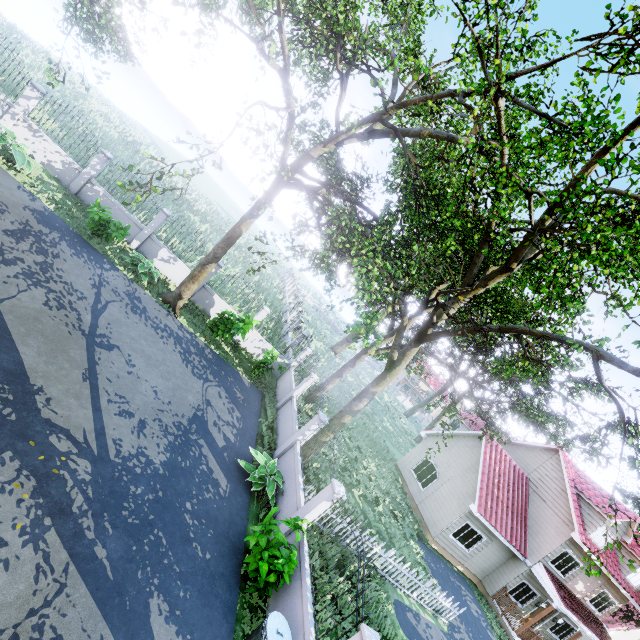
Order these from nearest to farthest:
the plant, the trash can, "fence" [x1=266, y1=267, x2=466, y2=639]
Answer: the trash can, "fence" [x1=266, y1=267, x2=466, y2=639], the plant

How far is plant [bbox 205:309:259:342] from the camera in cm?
1395

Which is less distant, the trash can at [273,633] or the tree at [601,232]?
the trash can at [273,633]

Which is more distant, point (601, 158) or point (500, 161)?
point (500, 161)

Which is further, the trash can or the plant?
the plant

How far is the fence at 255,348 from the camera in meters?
17.2

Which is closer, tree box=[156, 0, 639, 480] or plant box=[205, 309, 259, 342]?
tree box=[156, 0, 639, 480]

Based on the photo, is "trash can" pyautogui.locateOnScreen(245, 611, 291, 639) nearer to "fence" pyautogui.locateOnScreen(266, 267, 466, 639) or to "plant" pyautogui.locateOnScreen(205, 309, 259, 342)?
"fence" pyautogui.locateOnScreen(266, 267, 466, 639)
